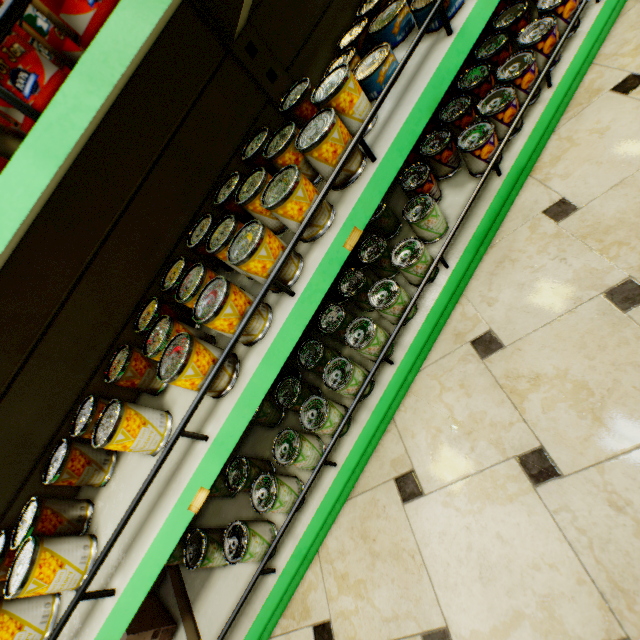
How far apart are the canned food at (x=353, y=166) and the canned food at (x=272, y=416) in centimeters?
43cm

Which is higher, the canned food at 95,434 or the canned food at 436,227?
the canned food at 95,434

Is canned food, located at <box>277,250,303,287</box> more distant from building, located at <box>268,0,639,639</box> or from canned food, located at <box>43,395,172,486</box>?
building, located at <box>268,0,639,639</box>

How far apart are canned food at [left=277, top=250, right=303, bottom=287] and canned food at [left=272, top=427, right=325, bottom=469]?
0.4 meters

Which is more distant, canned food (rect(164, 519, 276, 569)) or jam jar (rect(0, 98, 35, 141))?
canned food (rect(164, 519, 276, 569))

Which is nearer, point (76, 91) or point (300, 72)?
point (76, 91)

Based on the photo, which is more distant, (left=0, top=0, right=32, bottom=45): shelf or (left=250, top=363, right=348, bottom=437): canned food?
(left=250, top=363, right=348, bottom=437): canned food

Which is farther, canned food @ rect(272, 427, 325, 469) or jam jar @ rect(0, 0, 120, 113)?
canned food @ rect(272, 427, 325, 469)
